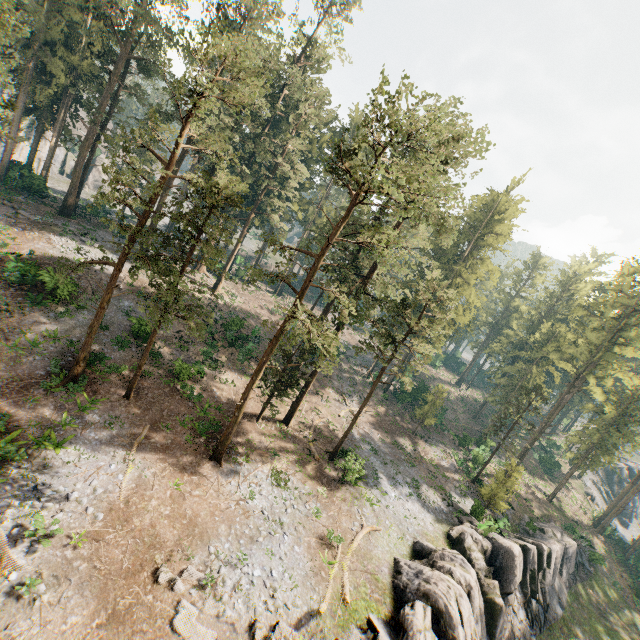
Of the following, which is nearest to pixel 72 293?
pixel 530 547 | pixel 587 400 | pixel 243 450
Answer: pixel 243 450

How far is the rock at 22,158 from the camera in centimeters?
3956cm

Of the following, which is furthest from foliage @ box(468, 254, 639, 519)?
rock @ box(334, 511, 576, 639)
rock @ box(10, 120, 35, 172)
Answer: rock @ box(334, 511, 576, 639)

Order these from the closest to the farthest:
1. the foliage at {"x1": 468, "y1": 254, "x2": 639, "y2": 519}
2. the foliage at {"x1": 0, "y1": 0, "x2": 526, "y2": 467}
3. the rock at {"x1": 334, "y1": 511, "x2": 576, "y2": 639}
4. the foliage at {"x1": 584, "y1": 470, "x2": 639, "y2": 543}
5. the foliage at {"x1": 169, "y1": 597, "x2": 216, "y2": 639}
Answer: the foliage at {"x1": 169, "y1": 597, "x2": 216, "y2": 639}
the rock at {"x1": 334, "y1": 511, "x2": 576, "y2": 639}
the foliage at {"x1": 0, "y1": 0, "x2": 526, "y2": 467}
the foliage at {"x1": 468, "y1": 254, "x2": 639, "y2": 519}
the foliage at {"x1": 584, "y1": 470, "x2": 639, "y2": 543}

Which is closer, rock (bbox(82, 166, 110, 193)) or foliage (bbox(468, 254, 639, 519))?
foliage (bbox(468, 254, 639, 519))

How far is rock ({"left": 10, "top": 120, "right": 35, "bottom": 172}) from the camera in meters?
39.6 m

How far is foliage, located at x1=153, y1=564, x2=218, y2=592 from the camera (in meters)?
14.18

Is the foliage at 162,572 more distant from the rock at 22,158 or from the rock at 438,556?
the rock at 438,556
